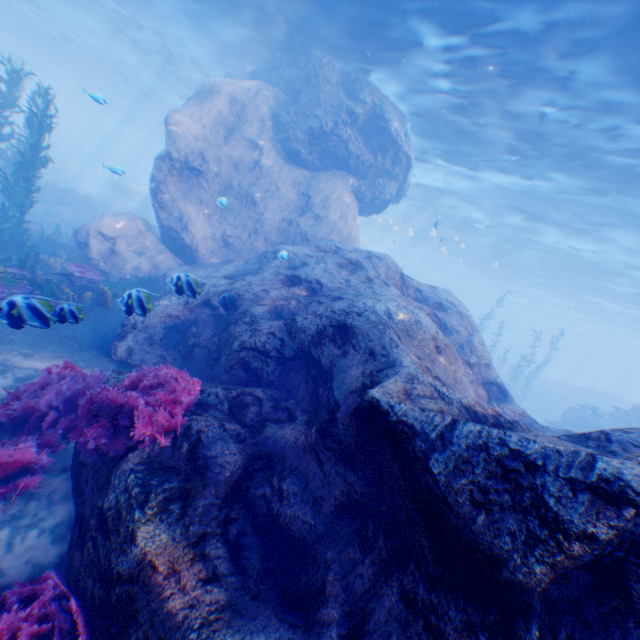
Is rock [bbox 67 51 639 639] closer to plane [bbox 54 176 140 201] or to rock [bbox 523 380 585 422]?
plane [bbox 54 176 140 201]

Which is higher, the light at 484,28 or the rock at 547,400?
the light at 484,28

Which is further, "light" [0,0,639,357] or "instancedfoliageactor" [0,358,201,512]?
"light" [0,0,639,357]

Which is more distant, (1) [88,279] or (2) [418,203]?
(2) [418,203]

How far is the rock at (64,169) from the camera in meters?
31.2

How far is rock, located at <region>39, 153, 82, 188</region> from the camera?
31.17m

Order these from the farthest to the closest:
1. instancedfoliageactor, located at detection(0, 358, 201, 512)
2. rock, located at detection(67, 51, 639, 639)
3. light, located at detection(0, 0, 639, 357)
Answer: light, located at detection(0, 0, 639, 357), instancedfoliageactor, located at detection(0, 358, 201, 512), rock, located at detection(67, 51, 639, 639)

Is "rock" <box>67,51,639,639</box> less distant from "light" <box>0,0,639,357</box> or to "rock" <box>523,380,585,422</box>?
"light" <box>0,0,639,357</box>
